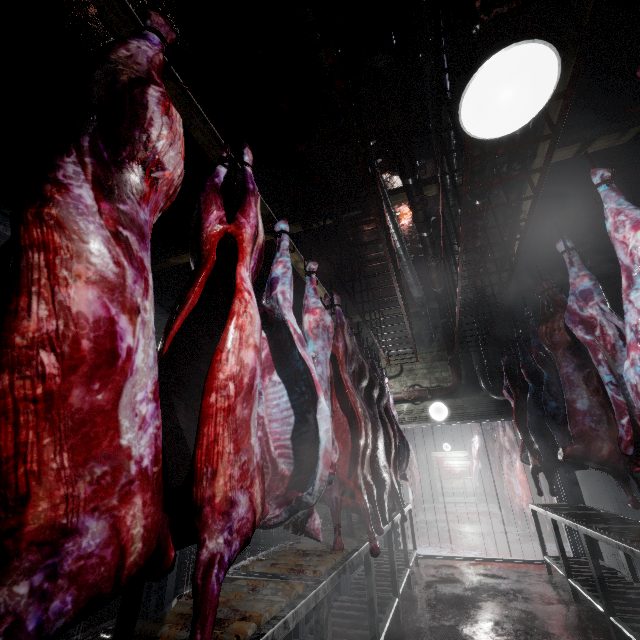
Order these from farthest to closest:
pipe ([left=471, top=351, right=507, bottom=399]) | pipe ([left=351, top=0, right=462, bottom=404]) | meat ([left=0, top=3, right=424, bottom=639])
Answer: pipe ([left=471, top=351, right=507, bottom=399])
pipe ([left=351, top=0, right=462, bottom=404])
meat ([left=0, top=3, right=424, bottom=639])

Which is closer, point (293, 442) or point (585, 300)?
point (293, 442)

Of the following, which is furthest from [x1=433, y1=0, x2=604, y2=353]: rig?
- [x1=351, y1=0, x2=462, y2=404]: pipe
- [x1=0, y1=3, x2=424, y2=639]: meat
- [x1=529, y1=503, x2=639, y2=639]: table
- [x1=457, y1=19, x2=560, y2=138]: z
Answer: [x1=529, y1=503, x2=639, y2=639]: table

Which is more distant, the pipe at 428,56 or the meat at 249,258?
the pipe at 428,56

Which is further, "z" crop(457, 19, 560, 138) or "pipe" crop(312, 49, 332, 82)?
"pipe" crop(312, 49, 332, 82)

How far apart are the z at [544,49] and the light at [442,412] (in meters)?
5.09

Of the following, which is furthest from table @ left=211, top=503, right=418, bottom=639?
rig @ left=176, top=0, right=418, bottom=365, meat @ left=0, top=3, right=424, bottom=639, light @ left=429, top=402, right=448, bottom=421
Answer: rig @ left=176, top=0, right=418, bottom=365

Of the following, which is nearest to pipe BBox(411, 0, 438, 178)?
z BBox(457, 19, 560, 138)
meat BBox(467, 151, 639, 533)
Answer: meat BBox(467, 151, 639, 533)
